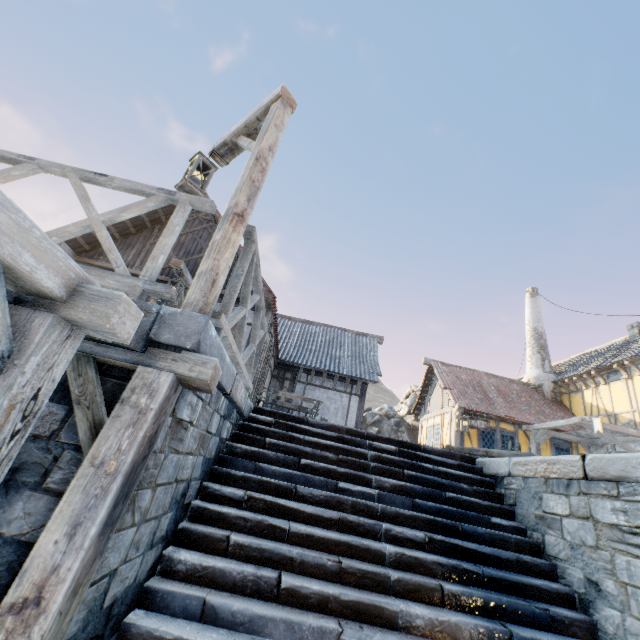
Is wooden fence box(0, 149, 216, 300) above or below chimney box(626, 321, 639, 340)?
below

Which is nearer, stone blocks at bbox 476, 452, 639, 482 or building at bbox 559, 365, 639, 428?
stone blocks at bbox 476, 452, 639, 482

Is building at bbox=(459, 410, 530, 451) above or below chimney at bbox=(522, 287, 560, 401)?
below

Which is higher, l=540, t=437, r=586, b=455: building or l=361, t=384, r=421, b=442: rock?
l=361, t=384, r=421, b=442: rock

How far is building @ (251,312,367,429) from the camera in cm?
1014

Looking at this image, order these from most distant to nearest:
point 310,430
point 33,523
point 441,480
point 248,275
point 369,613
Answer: point 310,430 < point 441,480 < point 248,275 < point 369,613 < point 33,523

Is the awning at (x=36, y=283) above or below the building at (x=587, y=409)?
below

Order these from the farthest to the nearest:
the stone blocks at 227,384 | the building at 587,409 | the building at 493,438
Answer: the building at 493,438, the building at 587,409, the stone blocks at 227,384
